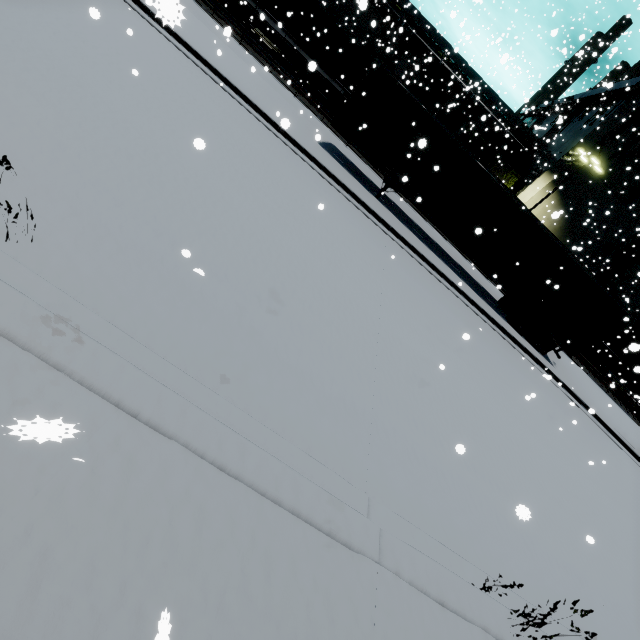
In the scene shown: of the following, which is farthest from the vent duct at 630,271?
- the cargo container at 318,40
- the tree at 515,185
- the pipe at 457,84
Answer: the tree at 515,185

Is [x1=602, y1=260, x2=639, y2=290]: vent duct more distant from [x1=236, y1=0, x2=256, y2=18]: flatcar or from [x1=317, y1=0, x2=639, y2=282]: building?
[x1=236, y1=0, x2=256, y2=18]: flatcar

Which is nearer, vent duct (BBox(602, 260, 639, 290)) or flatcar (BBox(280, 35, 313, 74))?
flatcar (BBox(280, 35, 313, 74))

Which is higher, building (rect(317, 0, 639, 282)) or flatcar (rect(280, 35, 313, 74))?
building (rect(317, 0, 639, 282))

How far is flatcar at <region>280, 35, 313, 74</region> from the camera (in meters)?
22.14

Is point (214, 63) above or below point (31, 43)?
above

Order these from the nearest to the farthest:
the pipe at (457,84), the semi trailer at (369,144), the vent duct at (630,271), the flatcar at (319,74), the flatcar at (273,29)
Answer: the semi trailer at (369,144) < the flatcar at (273,29) < the flatcar at (319,74) < the vent duct at (630,271) < the pipe at (457,84)
